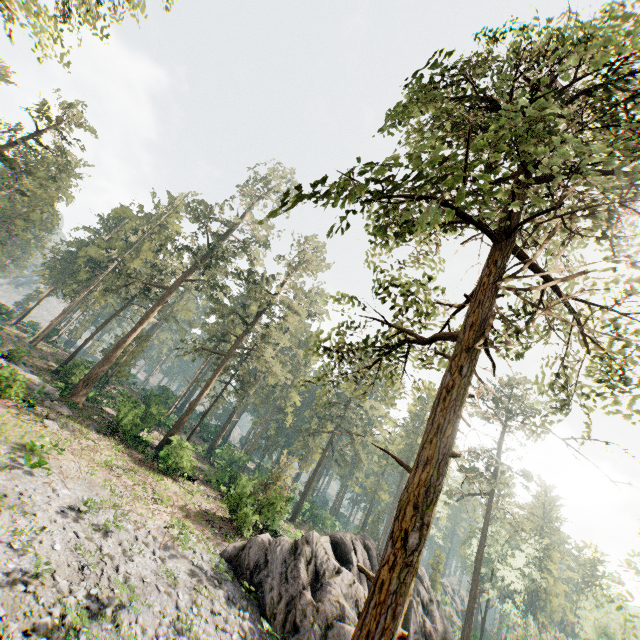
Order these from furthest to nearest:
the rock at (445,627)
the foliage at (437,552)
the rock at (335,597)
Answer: the foliage at (437,552)
the rock at (445,627)
the rock at (335,597)

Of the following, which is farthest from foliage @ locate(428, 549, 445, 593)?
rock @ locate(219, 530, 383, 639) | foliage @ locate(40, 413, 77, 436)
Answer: foliage @ locate(40, 413, 77, 436)

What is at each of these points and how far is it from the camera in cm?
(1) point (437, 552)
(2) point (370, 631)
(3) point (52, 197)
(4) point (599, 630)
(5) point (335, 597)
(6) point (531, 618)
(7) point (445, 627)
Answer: (1) foliage, 4988
(2) foliage, 477
(3) foliage, 5156
(4) foliage, 4503
(5) rock, 1634
(6) foliage, 3759
(7) rock, 2712

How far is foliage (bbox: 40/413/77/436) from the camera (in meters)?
20.41

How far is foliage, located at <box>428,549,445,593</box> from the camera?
47.0m

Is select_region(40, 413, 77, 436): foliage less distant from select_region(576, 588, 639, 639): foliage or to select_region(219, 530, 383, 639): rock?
select_region(576, 588, 639, 639): foliage

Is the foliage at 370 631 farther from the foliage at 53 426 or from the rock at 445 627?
the foliage at 53 426
